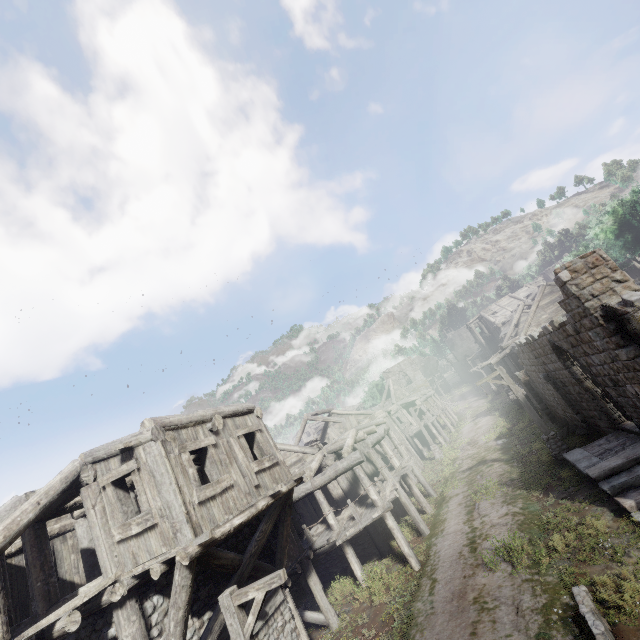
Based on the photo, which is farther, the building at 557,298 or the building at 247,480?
the building at 557,298

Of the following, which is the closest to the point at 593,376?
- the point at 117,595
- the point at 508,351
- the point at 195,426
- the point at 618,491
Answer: the point at 618,491

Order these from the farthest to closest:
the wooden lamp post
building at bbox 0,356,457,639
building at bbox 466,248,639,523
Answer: building at bbox 466,248,639,523, building at bbox 0,356,457,639, the wooden lamp post

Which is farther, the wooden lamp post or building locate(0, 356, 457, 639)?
building locate(0, 356, 457, 639)

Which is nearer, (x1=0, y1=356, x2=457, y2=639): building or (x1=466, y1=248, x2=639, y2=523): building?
(x1=0, y1=356, x2=457, y2=639): building

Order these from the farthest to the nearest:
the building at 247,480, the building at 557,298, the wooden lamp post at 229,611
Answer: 1. the building at 557,298
2. the building at 247,480
3. the wooden lamp post at 229,611
